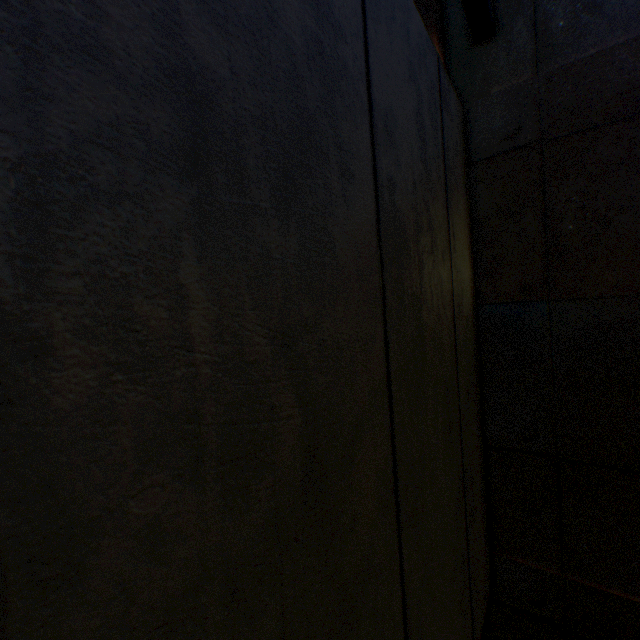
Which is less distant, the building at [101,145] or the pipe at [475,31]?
the building at [101,145]

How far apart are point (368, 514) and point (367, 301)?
0.6 meters

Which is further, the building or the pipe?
the pipe

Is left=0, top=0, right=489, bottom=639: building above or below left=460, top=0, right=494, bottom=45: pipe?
below

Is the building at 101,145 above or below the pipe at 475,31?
below
